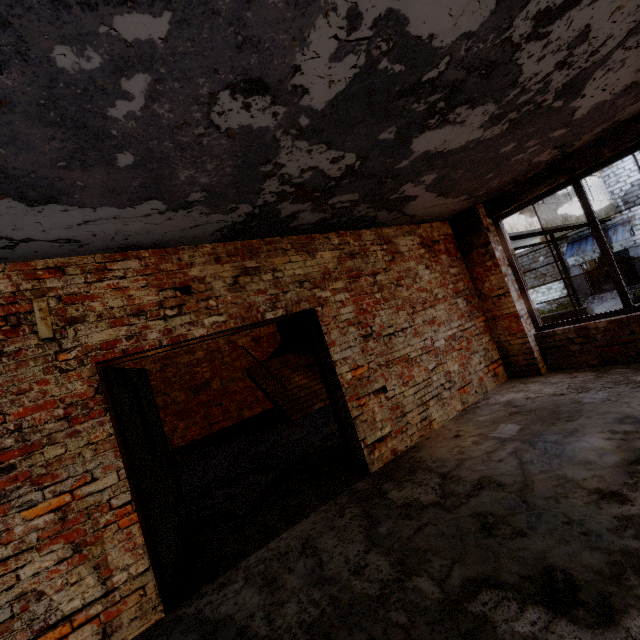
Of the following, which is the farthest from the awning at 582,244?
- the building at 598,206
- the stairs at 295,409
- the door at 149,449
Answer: the door at 149,449

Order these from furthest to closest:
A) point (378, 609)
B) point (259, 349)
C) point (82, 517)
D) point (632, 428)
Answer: point (259, 349) → point (632, 428) → point (82, 517) → point (378, 609)

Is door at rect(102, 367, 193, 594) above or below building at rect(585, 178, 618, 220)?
below

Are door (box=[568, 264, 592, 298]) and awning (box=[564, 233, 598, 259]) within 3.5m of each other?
yes

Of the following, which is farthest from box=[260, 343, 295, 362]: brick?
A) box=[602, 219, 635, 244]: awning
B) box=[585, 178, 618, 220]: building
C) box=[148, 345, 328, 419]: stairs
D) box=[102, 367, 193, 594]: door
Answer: box=[602, 219, 635, 244]: awning

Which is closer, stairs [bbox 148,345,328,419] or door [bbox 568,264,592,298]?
stairs [bbox 148,345,328,419]

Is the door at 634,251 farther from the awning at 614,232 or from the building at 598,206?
the building at 598,206

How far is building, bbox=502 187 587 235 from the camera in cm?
1153
